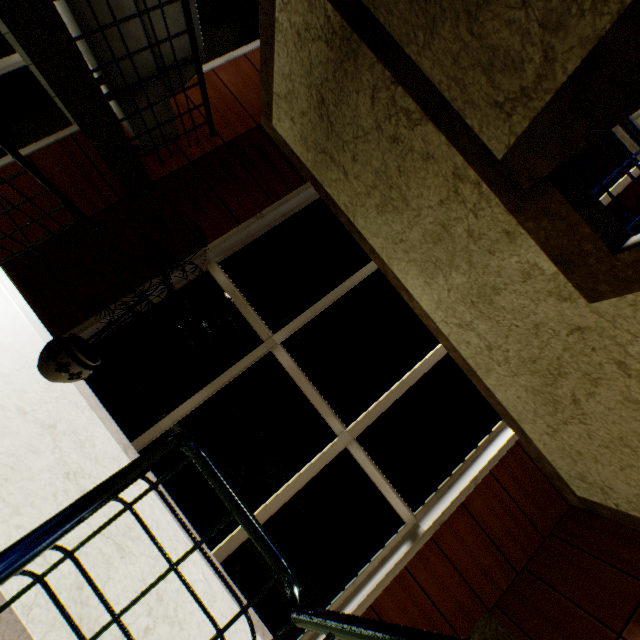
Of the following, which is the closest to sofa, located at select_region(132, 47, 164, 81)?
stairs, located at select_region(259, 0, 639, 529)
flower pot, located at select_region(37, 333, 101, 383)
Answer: stairs, located at select_region(259, 0, 639, 529)

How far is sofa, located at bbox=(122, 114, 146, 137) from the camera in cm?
320

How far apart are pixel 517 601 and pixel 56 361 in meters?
4.9 m

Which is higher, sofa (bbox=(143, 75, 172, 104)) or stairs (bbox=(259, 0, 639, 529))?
stairs (bbox=(259, 0, 639, 529))

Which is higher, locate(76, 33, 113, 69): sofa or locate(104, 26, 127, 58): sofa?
locate(104, 26, 127, 58): sofa

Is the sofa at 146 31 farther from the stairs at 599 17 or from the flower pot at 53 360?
the flower pot at 53 360
